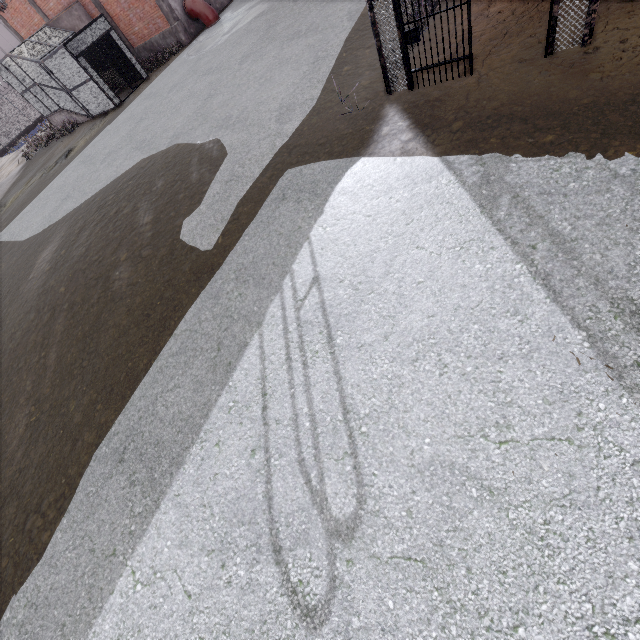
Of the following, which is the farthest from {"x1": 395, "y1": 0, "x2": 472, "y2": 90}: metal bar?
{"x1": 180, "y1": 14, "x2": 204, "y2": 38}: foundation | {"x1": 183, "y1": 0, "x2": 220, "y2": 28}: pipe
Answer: {"x1": 180, "y1": 14, "x2": 204, "y2": 38}: foundation

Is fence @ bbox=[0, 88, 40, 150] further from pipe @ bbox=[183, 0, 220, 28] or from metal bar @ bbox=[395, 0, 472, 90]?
pipe @ bbox=[183, 0, 220, 28]

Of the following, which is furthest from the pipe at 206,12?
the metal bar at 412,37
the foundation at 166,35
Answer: the metal bar at 412,37

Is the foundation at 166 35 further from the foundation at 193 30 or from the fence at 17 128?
the fence at 17 128

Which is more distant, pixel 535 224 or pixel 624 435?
pixel 535 224

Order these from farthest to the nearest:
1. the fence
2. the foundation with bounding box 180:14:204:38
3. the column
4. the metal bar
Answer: the fence, the foundation with bounding box 180:14:204:38, the column, the metal bar

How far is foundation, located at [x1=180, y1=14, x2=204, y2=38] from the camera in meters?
19.1 m

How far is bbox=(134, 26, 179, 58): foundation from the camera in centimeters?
1944cm
